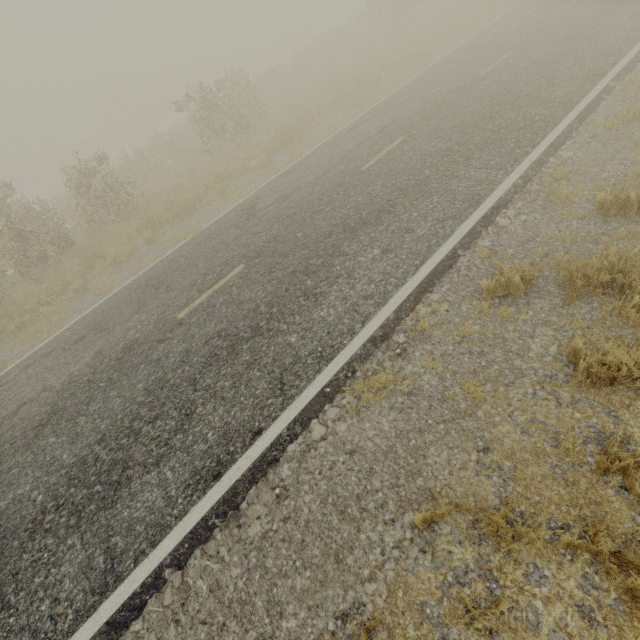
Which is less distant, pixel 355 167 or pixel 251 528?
pixel 251 528
